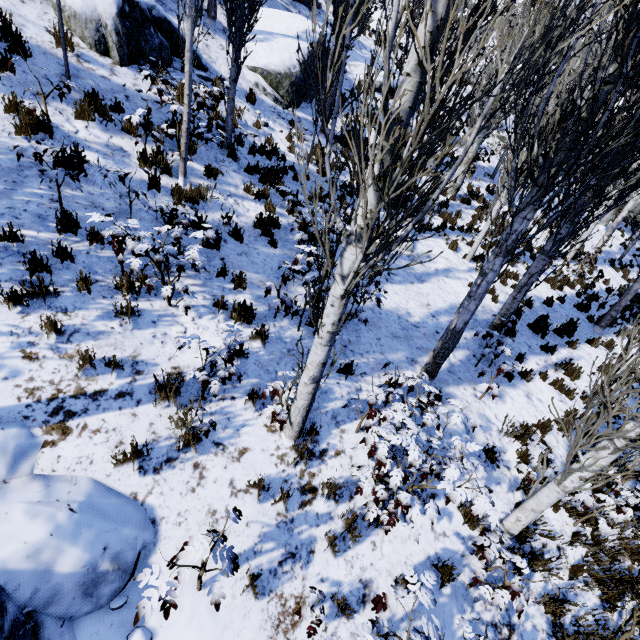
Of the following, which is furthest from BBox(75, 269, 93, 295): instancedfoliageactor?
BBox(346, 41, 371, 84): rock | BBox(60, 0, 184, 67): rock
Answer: BBox(60, 0, 184, 67): rock

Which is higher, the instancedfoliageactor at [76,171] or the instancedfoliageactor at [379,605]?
the instancedfoliageactor at [76,171]

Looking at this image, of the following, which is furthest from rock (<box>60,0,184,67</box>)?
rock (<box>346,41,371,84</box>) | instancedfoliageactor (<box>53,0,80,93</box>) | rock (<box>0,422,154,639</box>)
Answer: rock (<box>346,41,371,84</box>)

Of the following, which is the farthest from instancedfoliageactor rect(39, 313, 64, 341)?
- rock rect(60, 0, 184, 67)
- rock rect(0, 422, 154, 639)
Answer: rock rect(60, 0, 184, 67)

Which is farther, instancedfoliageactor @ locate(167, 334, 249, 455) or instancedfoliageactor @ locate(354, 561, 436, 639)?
instancedfoliageactor @ locate(167, 334, 249, 455)

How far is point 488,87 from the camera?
12.52m

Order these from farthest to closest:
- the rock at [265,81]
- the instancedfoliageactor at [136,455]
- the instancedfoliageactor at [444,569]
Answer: the rock at [265,81] < the instancedfoliageactor at [444,569] < the instancedfoliageactor at [136,455]

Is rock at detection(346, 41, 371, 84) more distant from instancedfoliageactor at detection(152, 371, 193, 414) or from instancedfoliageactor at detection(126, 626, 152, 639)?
instancedfoliageactor at detection(126, 626, 152, 639)
